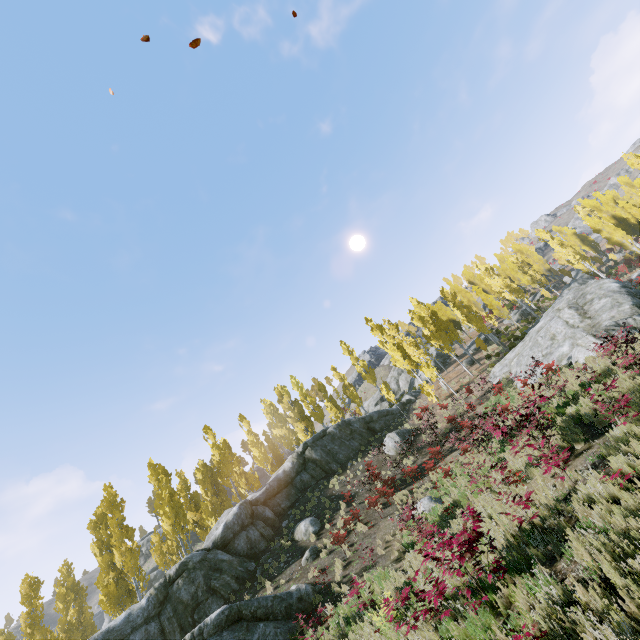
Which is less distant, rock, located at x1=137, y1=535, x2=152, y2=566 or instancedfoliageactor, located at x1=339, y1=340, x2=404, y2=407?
instancedfoliageactor, located at x1=339, y1=340, x2=404, y2=407

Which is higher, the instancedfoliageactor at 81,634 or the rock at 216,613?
the instancedfoliageactor at 81,634

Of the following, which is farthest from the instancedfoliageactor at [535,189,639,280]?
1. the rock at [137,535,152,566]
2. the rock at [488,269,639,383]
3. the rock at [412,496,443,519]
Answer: the rock at [137,535,152,566]

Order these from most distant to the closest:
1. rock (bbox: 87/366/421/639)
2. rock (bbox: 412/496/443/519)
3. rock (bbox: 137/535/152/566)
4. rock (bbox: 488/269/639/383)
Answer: rock (bbox: 137/535/152/566) < rock (bbox: 488/269/639/383) < rock (bbox: 412/496/443/519) < rock (bbox: 87/366/421/639)

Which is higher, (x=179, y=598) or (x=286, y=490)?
(x=286, y=490)

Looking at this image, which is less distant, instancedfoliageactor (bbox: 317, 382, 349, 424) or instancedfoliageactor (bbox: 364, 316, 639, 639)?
instancedfoliageactor (bbox: 364, 316, 639, 639)

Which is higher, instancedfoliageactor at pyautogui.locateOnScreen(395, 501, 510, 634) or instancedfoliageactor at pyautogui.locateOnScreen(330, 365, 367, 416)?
instancedfoliageactor at pyautogui.locateOnScreen(330, 365, 367, 416)

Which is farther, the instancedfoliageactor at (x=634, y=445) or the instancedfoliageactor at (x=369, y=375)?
the instancedfoliageactor at (x=369, y=375)
